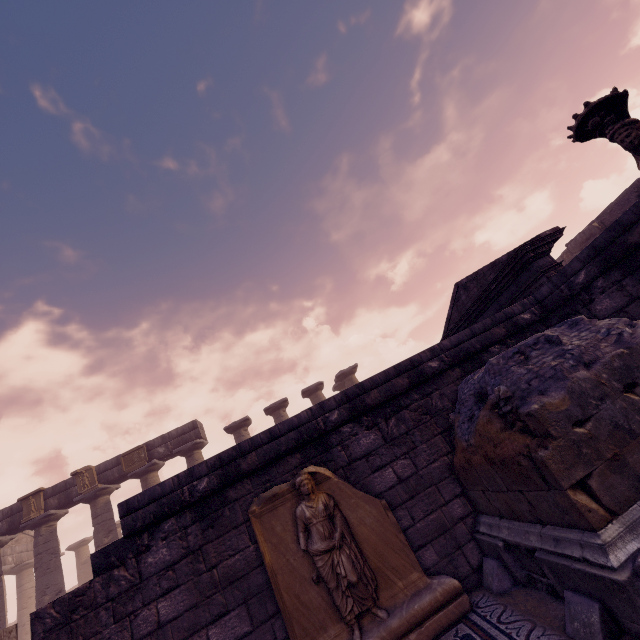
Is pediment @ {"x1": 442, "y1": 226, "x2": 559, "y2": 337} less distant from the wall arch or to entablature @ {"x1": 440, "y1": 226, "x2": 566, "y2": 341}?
entablature @ {"x1": 440, "y1": 226, "x2": 566, "y2": 341}

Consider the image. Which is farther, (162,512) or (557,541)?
(162,512)

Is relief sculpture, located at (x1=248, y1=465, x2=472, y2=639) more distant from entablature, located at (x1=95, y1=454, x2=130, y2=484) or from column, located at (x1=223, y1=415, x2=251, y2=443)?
entablature, located at (x1=95, y1=454, x2=130, y2=484)

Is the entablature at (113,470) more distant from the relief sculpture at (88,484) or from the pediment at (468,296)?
the pediment at (468,296)

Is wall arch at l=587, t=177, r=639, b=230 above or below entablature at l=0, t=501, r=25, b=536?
below

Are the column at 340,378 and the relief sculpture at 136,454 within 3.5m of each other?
no

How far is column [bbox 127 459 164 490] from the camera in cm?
1522

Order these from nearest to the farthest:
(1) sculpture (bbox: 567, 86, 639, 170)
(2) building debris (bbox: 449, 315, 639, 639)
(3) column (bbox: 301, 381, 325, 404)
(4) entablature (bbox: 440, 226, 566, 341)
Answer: (2) building debris (bbox: 449, 315, 639, 639) < (1) sculpture (bbox: 567, 86, 639, 170) < (4) entablature (bbox: 440, 226, 566, 341) < (3) column (bbox: 301, 381, 325, 404)
